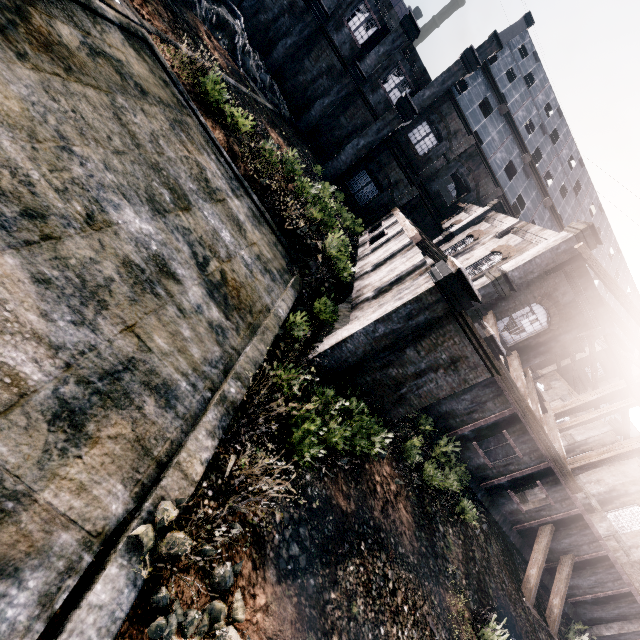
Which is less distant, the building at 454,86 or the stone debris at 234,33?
the building at 454,86

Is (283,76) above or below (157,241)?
above

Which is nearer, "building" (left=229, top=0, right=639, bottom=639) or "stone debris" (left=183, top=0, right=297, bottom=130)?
"building" (left=229, top=0, right=639, bottom=639)
